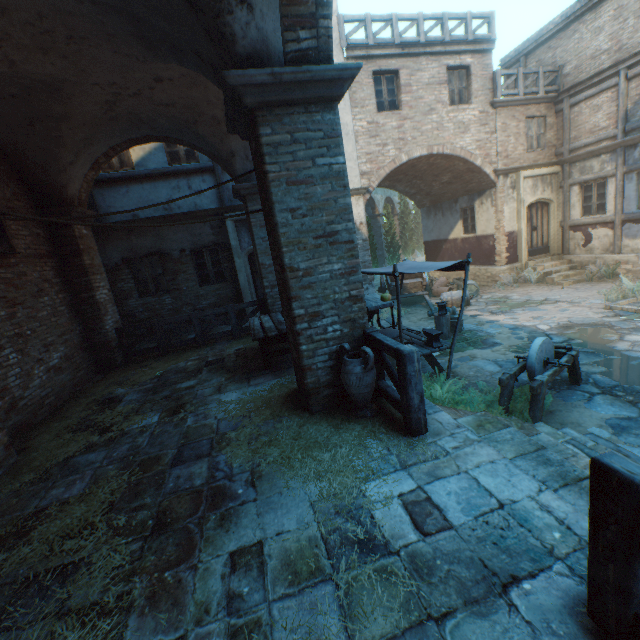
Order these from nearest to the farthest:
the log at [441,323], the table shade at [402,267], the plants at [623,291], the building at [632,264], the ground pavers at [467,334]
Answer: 1. the table shade at [402,267]
2. the ground pavers at [467,334]
3. the log at [441,323]
4. the plants at [623,291]
5. the building at [632,264]

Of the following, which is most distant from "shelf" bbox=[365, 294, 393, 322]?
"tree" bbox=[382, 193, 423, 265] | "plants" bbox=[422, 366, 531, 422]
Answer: "tree" bbox=[382, 193, 423, 265]

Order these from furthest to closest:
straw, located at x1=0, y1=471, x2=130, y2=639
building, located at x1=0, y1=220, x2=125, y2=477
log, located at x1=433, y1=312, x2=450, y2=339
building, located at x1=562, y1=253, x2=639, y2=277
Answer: building, located at x1=562, y1=253, x2=639, y2=277, log, located at x1=433, y1=312, x2=450, y2=339, building, located at x1=0, y1=220, x2=125, y2=477, straw, located at x1=0, y1=471, x2=130, y2=639

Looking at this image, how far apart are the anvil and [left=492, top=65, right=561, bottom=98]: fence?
11.3m

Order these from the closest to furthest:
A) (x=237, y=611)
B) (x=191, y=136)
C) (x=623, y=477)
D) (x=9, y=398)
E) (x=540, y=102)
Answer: (x=623, y=477) → (x=237, y=611) → (x=9, y=398) → (x=191, y=136) → (x=540, y=102)

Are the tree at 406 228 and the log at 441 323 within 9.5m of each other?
no

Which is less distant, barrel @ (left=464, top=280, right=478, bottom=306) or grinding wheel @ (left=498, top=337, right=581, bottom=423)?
grinding wheel @ (left=498, top=337, right=581, bottom=423)

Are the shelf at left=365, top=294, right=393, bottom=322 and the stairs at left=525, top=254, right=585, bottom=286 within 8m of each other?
no
